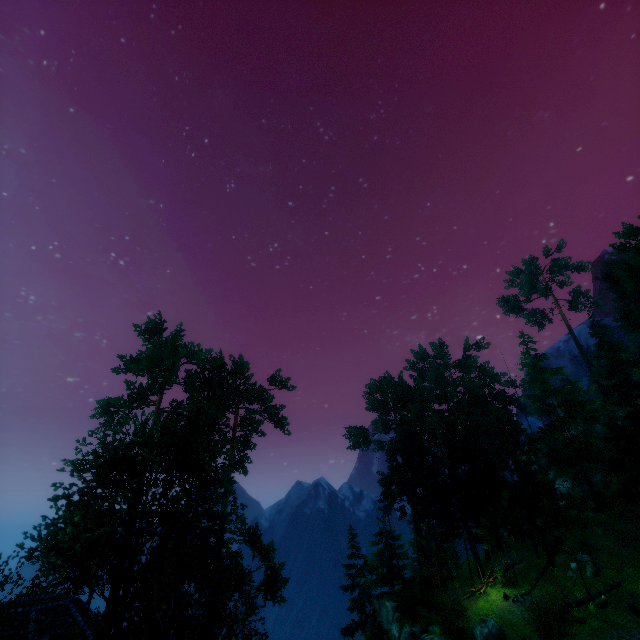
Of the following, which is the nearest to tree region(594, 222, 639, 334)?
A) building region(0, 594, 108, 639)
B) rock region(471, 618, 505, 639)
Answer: building region(0, 594, 108, 639)

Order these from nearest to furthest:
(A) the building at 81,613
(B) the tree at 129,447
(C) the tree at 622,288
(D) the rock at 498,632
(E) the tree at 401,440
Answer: (B) the tree at 129,447, (A) the building at 81,613, (D) the rock at 498,632, (E) the tree at 401,440, (C) the tree at 622,288

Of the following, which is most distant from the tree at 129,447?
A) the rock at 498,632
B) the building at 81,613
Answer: the rock at 498,632

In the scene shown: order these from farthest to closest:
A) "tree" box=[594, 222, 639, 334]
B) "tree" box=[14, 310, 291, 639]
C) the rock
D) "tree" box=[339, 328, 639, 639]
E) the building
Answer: "tree" box=[594, 222, 639, 334] → "tree" box=[339, 328, 639, 639] → the rock → the building → "tree" box=[14, 310, 291, 639]

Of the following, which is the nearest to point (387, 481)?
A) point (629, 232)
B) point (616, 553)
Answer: point (616, 553)

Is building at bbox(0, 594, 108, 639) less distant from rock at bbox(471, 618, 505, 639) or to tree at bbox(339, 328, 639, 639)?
tree at bbox(339, 328, 639, 639)
